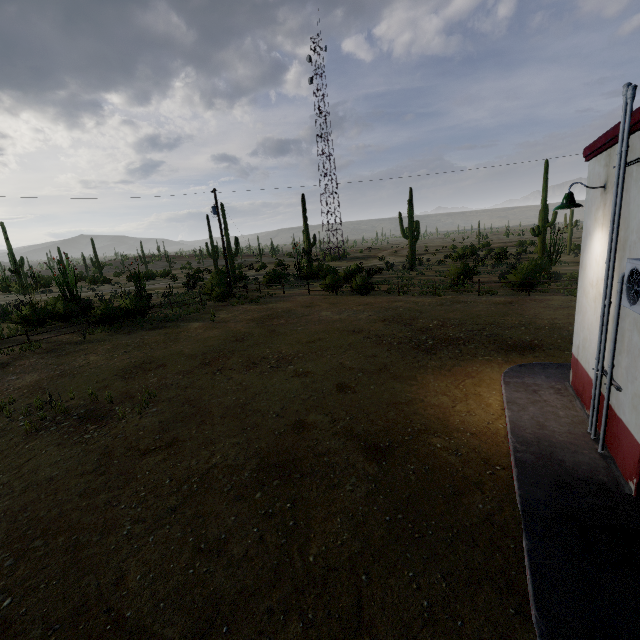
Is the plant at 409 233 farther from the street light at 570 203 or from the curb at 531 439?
the street light at 570 203

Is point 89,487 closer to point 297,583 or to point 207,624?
point 207,624

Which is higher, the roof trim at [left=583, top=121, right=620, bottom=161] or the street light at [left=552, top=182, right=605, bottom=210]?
the roof trim at [left=583, top=121, right=620, bottom=161]

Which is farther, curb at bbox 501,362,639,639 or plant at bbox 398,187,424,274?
plant at bbox 398,187,424,274

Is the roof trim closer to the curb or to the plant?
the curb

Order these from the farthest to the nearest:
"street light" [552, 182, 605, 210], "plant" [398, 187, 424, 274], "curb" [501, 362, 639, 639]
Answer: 1. "plant" [398, 187, 424, 274]
2. "street light" [552, 182, 605, 210]
3. "curb" [501, 362, 639, 639]

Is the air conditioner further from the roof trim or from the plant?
the plant

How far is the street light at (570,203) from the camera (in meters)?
5.58
